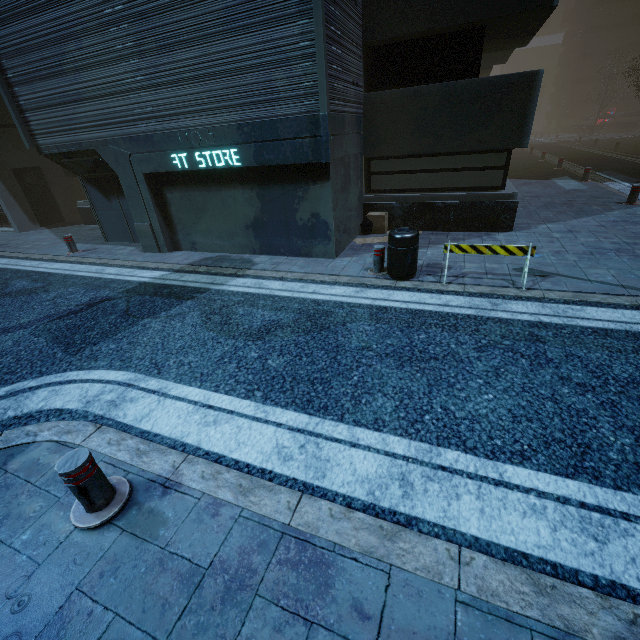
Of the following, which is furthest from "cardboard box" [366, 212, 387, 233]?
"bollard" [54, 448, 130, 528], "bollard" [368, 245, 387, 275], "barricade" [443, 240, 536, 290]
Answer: "bollard" [54, 448, 130, 528]

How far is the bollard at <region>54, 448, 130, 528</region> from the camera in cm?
250

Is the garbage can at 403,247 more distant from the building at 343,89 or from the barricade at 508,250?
the building at 343,89

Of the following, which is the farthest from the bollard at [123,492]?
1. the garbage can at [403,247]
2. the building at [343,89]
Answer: the garbage can at [403,247]

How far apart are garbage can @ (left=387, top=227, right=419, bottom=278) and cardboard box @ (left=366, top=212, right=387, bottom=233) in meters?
2.9

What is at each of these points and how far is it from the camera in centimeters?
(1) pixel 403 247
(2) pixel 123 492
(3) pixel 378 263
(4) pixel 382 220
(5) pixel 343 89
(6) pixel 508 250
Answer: (1) garbage can, 607cm
(2) bollard, 284cm
(3) bollard, 670cm
(4) cardboard box, 919cm
(5) building, 701cm
(6) barricade, 568cm

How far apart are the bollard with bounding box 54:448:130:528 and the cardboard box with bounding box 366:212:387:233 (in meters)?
8.37

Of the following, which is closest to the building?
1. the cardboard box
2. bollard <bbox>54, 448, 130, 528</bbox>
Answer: the cardboard box
